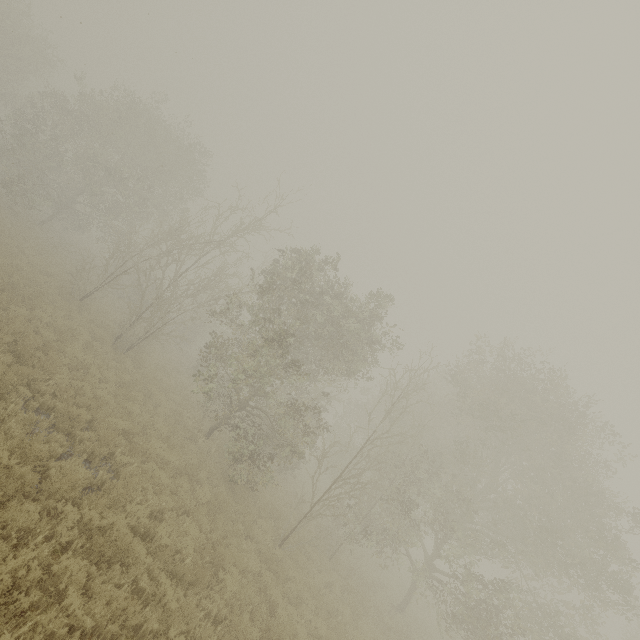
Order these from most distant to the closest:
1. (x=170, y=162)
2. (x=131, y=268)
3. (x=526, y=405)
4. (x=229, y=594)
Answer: (x=170, y=162)
(x=131, y=268)
(x=526, y=405)
(x=229, y=594)
